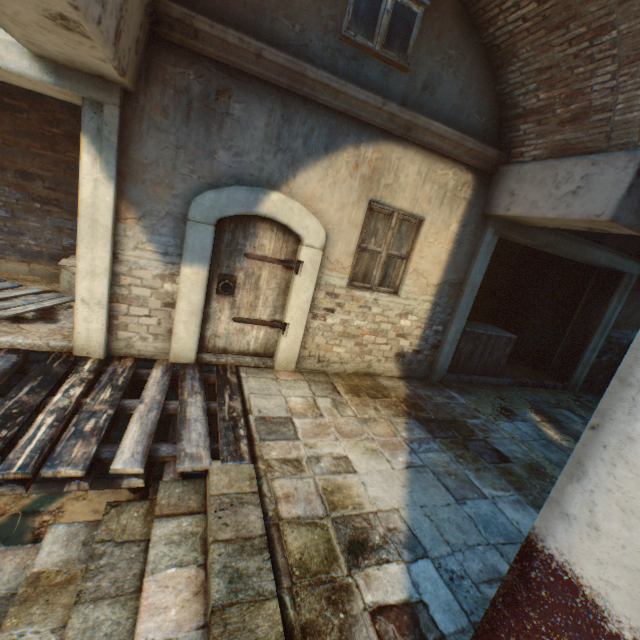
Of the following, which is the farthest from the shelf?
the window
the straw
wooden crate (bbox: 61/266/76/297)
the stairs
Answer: wooden crate (bbox: 61/266/76/297)

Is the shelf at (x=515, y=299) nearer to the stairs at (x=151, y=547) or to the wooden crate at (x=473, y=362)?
the wooden crate at (x=473, y=362)

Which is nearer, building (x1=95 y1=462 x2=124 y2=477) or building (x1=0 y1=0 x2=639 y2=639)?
building (x1=0 y1=0 x2=639 y2=639)

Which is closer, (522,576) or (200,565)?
(522,576)

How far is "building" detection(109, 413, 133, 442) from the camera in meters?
4.5 m

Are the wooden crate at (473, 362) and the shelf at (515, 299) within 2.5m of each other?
yes

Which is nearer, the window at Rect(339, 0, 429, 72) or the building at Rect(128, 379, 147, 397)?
the window at Rect(339, 0, 429, 72)

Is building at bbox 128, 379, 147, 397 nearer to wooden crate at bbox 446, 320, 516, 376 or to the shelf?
wooden crate at bbox 446, 320, 516, 376
